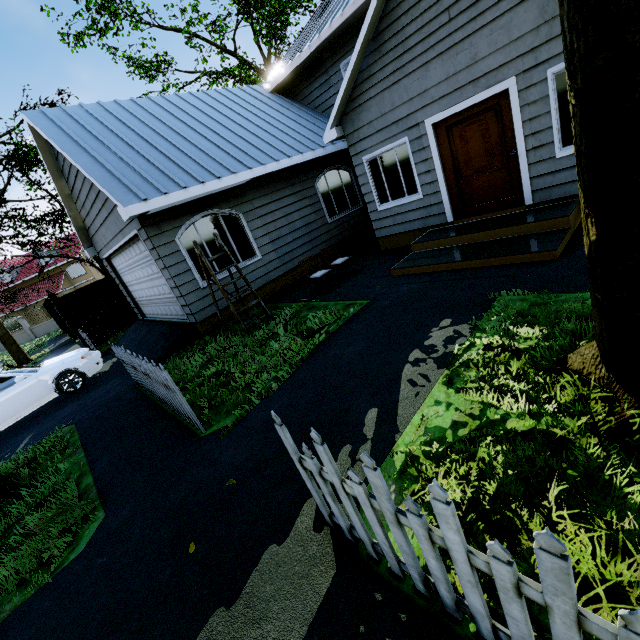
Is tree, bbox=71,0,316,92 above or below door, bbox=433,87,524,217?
above

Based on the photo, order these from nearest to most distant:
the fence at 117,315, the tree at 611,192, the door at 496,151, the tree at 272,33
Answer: the tree at 611,192
the door at 496,151
the fence at 117,315
the tree at 272,33

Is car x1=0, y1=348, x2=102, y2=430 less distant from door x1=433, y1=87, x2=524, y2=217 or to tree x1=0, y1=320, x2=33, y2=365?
tree x1=0, y1=320, x2=33, y2=365

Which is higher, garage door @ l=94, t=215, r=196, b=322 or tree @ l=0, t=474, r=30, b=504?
garage door @ l=94, t=215, r=196, b=322

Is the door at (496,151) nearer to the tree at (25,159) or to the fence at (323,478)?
the tree at (25,159)

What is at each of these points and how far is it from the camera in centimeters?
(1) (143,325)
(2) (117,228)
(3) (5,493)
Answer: (1) garage entrance, 1084cm
(2) garage door, 849cm
(3) tree, 473cm

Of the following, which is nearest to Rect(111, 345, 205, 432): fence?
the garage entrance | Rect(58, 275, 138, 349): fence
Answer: the garage entrance

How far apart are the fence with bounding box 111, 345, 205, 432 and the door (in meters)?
6.84
